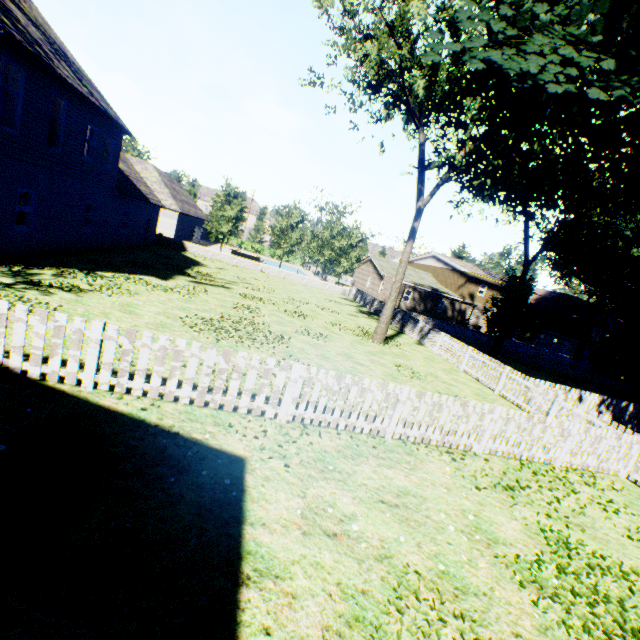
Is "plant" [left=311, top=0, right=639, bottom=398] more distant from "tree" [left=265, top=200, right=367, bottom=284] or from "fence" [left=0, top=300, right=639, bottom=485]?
"tree" [left=265, top=200, right=367, bottom=284]

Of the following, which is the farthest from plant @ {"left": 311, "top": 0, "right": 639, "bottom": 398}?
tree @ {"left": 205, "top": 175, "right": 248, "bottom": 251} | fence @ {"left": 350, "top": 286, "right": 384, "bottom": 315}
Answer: tree @ {"left": 205, "top": 175, "right": 248, "bottom": 251}

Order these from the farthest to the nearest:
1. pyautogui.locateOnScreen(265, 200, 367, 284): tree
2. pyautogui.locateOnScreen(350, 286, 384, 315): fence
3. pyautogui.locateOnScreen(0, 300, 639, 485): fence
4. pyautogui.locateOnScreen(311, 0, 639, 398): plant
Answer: pyautogui.locateOnScreen(265, 200, 367, 284): tree → pyautogui.locateOnScreen(350, 286, 384, 315): fence → pyautogui.locateOnScreen(311, 0, 639, 398): plant → pyautogui.locateOnScreen(0, 300, 639, 485): fence

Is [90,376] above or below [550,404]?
below

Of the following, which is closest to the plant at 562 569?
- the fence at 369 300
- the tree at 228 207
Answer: the fence at 369 300

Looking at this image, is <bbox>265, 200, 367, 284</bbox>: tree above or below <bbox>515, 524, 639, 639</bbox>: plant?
above

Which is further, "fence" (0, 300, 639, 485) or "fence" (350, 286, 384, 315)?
"fence" (350, 286, 384, 315)
